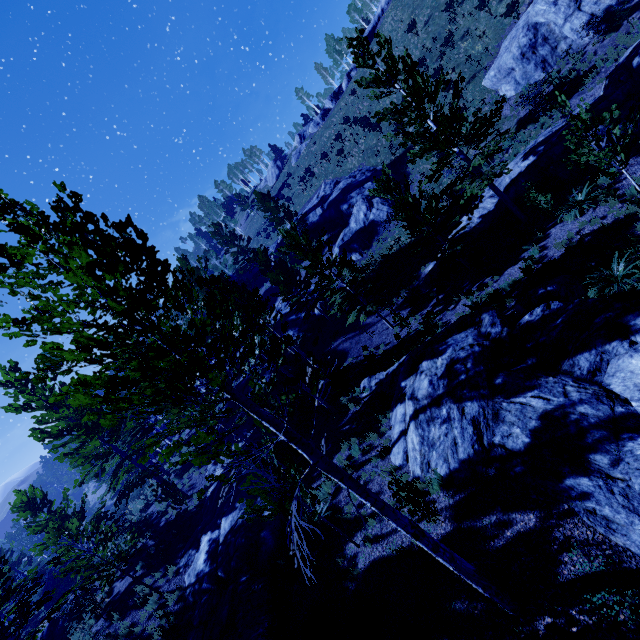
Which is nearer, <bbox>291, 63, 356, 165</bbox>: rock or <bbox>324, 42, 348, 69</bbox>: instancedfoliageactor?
<bbox>291, 63, 356, 165</bbox>: rock

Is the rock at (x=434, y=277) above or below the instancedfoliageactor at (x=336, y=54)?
below

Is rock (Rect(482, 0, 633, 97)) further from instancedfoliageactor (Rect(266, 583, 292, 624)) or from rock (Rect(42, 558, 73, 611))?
rock (Rect(42, 558, 73, 611))

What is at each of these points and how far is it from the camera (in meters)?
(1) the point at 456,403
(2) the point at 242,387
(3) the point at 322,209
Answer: (1) rock, 9.56
(2) rock, 25.23
(3) rock, 36.38

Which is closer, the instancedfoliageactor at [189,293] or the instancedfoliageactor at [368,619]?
the instancedfoliageactor at [189,293]

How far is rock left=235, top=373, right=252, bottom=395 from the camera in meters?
23.9 m

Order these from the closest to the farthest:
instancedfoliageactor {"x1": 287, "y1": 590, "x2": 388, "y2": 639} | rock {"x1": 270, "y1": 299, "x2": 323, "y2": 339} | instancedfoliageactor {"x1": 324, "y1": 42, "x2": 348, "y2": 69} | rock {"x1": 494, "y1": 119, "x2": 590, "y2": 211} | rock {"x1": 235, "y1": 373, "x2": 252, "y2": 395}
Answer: instancedfoliageactor {"x1": 287, "y1": 590, "x2": 388, "y2": 639}, rock {"x1": 494, "y1": 119, "x2": 590, "y2": 211}, rock {"x1": 235, "y1": 373, "x2": 252, "y2": 395}, rock {"x1": 270, "y1": 299, "x2": 323, "y2": 339}, instancedfoliageactor {"x1": 324, "y1": 42, "x2": 348, "y2": 69}

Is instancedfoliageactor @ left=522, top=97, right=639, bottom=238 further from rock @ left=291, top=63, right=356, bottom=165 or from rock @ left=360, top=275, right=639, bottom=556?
rock @ left=291, top=63, right=356, bottom=165
